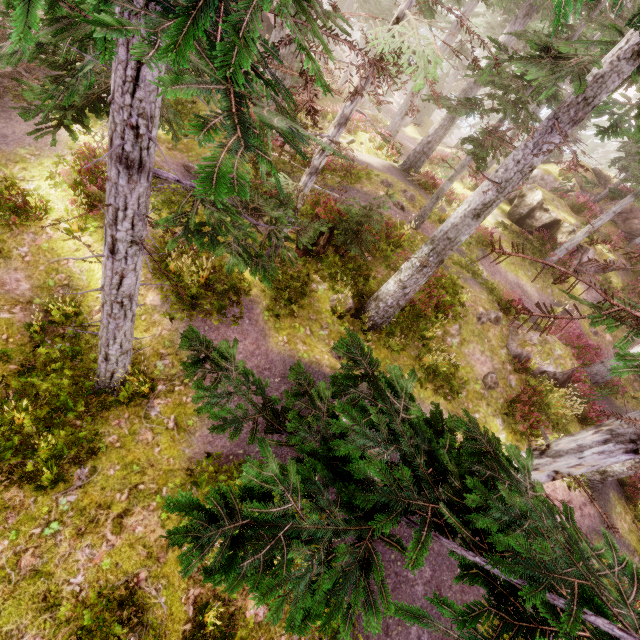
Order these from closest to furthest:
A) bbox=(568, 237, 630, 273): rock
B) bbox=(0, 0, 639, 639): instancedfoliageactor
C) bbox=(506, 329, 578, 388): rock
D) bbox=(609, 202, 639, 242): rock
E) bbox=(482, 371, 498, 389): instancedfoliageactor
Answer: bbox=(0, 0, 639, 639): instancedfoliageactor → bbox=(482, 371, 498, 389): instancedfoliageactor → bbox=(506, 329, 578, 388): rock → bbox=(568, 237, 630, 273): rock → bbox=(609, 202, 639, 242): rock

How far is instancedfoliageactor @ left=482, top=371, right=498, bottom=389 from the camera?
10.9m

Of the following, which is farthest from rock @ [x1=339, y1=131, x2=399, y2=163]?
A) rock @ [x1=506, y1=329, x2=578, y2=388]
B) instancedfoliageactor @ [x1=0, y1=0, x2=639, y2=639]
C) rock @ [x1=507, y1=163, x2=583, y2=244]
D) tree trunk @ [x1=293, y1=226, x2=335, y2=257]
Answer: rock @ [x1=506, y1=329, x2=578, y2=388]

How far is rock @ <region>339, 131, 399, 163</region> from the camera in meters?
18.7

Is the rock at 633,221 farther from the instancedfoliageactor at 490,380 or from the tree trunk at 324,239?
the tree trunk at 324,239

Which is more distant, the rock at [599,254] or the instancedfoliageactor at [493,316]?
the rock at [599,254]

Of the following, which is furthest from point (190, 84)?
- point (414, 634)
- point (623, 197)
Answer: point (623, 197)

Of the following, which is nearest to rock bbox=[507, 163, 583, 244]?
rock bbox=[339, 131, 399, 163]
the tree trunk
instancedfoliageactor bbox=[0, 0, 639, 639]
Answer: instancedfoliageactor bbox=[0, 0, 639, 639]
